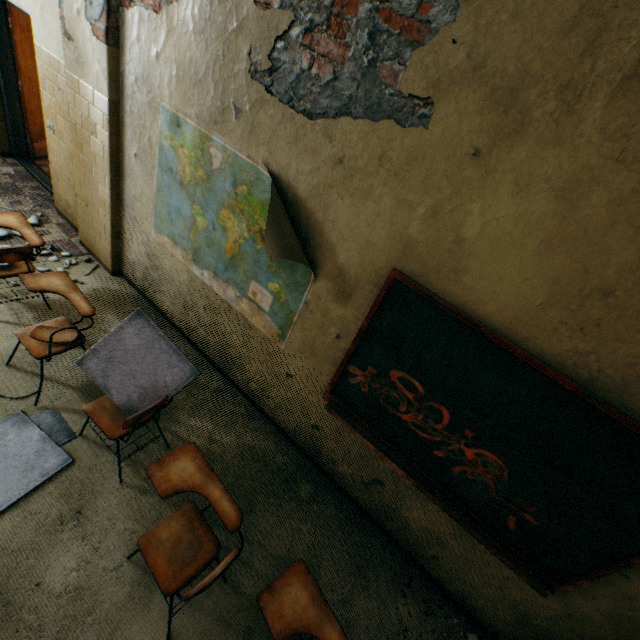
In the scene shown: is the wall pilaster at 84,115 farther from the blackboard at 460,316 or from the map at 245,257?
the blackboard at 460,316

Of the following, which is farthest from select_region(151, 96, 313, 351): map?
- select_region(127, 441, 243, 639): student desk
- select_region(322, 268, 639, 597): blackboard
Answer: select_region(127, 441, 243, 639): student desk

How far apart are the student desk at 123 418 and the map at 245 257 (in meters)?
1.07

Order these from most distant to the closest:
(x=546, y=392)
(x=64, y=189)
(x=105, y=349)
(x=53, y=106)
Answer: (x=64, y=189), (x=53, y=106), (x=105, y=349), (x=546, y=392)

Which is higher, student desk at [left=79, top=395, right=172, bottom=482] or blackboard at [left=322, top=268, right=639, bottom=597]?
blackboard at [left=322, top=268, right=639, bottom=597]

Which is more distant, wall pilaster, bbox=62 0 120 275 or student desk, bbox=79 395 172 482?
wall pilaster, bbox=62 0 120 275

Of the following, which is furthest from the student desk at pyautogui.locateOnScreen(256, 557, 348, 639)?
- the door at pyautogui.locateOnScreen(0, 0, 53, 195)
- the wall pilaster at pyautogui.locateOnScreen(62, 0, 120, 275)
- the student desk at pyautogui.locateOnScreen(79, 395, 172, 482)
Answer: the door at pyautogui.locateOnScreen(0, 0, 53, 195)

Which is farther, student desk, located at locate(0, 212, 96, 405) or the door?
the door
